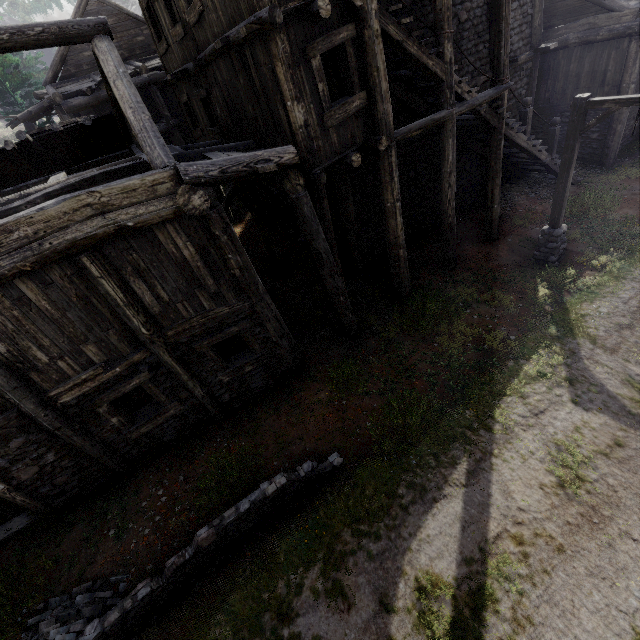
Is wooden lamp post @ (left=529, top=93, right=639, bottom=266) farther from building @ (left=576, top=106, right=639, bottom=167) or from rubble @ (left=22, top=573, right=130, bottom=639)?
rubble @ (left=22, top=573, right=130, bottom=639)

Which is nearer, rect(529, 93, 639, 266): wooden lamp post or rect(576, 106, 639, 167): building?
rect(529, 93, 639, 266): wooden lamp post

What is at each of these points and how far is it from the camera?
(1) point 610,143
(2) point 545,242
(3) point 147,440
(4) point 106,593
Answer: (1) building, 14.13m
(2) wooden lamp post, 10.49m
(3) building, 7.87m
(4) rubble, 5.85m

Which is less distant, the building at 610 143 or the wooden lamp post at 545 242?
the wooden lamp post at 545 242

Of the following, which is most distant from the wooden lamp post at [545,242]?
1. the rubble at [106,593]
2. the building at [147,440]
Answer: the rubble at [106,593]

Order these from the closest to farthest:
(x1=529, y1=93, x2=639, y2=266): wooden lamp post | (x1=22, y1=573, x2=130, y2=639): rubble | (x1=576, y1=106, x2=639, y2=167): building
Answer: (x1=22, y1=573, x2=130, y2=639): rubble → (x1=529, y1=93, x2=639, y2=266): wooden lamp post → (x1=576, y1=106, x2=639, y2=167): building
